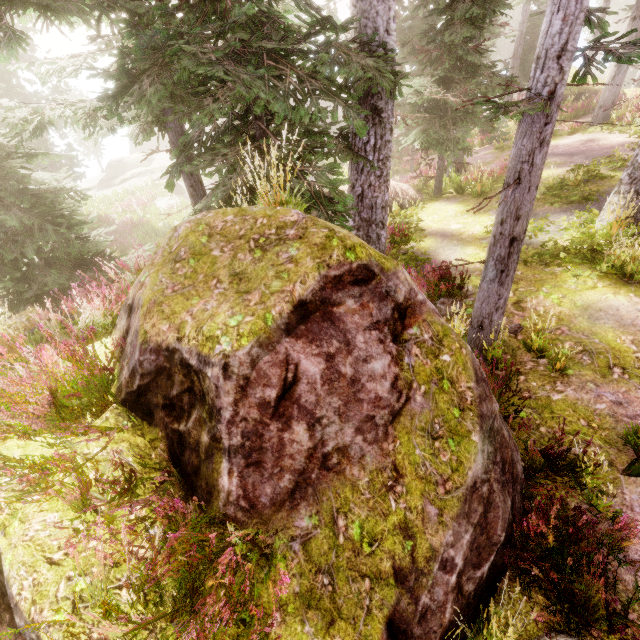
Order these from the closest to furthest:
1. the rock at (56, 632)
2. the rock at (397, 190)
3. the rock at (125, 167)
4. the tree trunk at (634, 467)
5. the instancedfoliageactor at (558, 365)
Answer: the rock at (56, 632)
the tree trunk at (634, 467)
the instancedfoliageactor at (558, 365)
the rock at (397, 190)
the rock at (125, 167)

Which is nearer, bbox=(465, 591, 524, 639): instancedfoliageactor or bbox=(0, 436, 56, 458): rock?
bbox=(465, 591, 524, 639): instancedfoliageactor

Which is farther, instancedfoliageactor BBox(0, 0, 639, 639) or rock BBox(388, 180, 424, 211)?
rock BBox(388, 180, 424, 211)

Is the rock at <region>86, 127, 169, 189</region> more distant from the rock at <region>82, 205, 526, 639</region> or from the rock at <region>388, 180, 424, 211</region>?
the rock at <region>82, 205, 526, 639</region>

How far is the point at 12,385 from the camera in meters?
3.0 m

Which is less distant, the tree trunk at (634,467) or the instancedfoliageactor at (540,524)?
the instancedfoliageactor at (540,524)

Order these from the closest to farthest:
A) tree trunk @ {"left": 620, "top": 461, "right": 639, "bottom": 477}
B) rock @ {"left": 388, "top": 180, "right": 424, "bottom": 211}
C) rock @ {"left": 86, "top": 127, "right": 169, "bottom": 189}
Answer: tree trunk @ {"left": 620, "top": 461, "right": 639, "bottom": 477} < rock @ {"left": 388, "top": 180, "right": 424, "bottom": 211} < rock @ {"left": 86, "top": 127, "right": 169, "bottom": 189}

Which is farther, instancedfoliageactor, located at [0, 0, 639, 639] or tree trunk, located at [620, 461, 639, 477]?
tree trunk, located at [620, 461, 639, 477]
